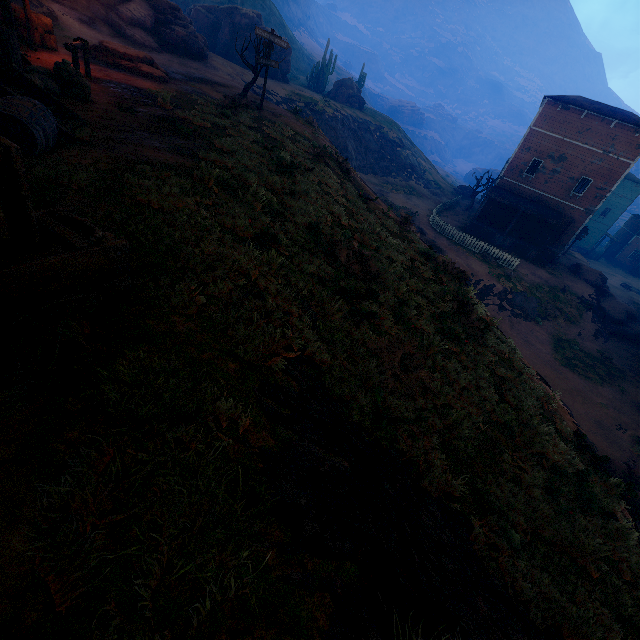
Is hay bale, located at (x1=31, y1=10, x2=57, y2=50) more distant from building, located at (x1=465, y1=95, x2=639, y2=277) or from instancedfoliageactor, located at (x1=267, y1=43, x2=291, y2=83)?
instancedfoliageactor, located at (x1=267, y1=43, x2=291, y2=83)

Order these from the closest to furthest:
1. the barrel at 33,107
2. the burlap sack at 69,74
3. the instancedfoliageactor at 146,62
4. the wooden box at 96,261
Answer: the wooden box at 96,261, the barrel at 33,107, the burlap sack at 69,74, the instancedfoliageactor at 146,62

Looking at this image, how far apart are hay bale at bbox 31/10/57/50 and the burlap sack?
7.1 meters

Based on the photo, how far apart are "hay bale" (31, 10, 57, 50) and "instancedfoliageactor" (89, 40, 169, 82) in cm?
175

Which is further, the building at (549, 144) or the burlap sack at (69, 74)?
the building at (549, 144)

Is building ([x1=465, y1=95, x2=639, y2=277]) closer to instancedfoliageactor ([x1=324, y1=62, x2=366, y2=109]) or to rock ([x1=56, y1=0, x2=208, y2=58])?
instancedfoliageactor ([x1=324, y1=62, x2=366, y2=109])

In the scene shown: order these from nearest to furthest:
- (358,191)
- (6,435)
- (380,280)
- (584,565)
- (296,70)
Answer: (6,435)
(584,565)
(380,280)
(358,191)
(296,70)

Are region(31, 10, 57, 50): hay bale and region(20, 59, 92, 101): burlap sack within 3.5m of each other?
no
